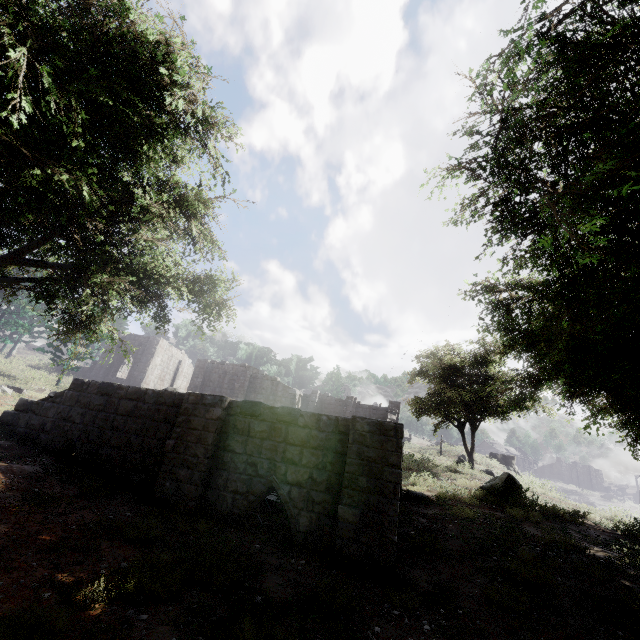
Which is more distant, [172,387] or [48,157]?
[172,387]
